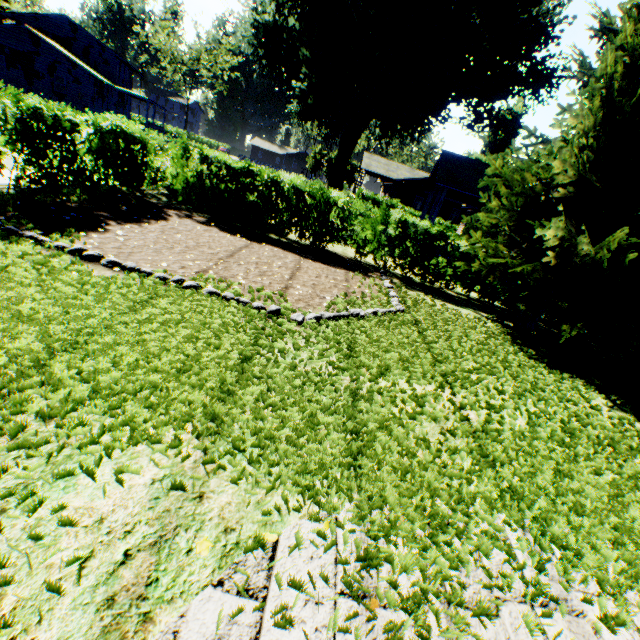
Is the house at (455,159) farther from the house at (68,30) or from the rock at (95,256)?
the house at (68,30)

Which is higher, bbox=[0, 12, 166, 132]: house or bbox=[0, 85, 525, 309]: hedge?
bbox=[0, 12, 166, 132]: house

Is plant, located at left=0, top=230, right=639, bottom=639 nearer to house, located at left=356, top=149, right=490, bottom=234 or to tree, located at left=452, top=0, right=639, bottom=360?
tree, located at left=452, top=0, right=639, bottom=360

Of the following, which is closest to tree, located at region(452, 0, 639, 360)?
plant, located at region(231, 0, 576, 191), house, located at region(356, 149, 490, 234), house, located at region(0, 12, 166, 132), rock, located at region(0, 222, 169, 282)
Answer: plant, located at region(231, 0, 576, 191)

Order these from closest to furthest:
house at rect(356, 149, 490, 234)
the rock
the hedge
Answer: the rock, the hedge, house at rect(356, 149, 490, 234)

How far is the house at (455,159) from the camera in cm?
1678

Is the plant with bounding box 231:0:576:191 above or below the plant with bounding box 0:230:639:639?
above

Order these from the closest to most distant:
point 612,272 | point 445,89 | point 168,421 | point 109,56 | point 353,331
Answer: point 168,421 → point 353,331 → point 612,272 → point 445,89 → point 109,56
